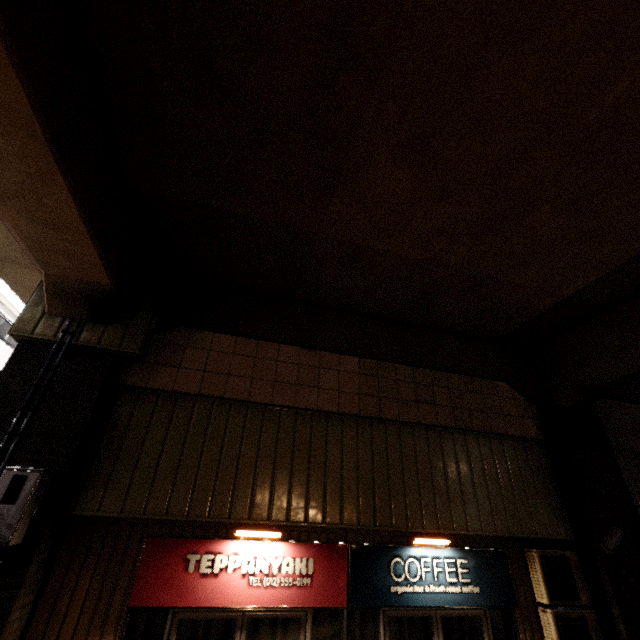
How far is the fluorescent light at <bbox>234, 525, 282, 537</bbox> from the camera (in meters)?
4.74

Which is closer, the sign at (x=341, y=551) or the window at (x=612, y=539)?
the sign at (x=341, y=551)

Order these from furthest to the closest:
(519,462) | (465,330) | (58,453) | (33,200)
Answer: (465,330)
(519,462)
(58,453)
(33,200)

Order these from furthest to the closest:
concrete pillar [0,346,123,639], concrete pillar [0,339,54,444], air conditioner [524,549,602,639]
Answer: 1. air conditioner [524,549,602,639]
2. concrete pillar [0,339,54,444]
3. concrete pillar [0,346,123,639]

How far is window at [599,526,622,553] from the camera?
5.5m

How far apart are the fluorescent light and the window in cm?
563

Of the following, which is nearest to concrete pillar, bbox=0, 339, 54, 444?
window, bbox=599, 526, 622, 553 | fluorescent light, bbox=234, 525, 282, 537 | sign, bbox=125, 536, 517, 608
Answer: window, bbox=599, 526, 622, 553

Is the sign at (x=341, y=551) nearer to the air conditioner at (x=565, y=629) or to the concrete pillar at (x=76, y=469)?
the air conditioner at (x=565, y=629)
